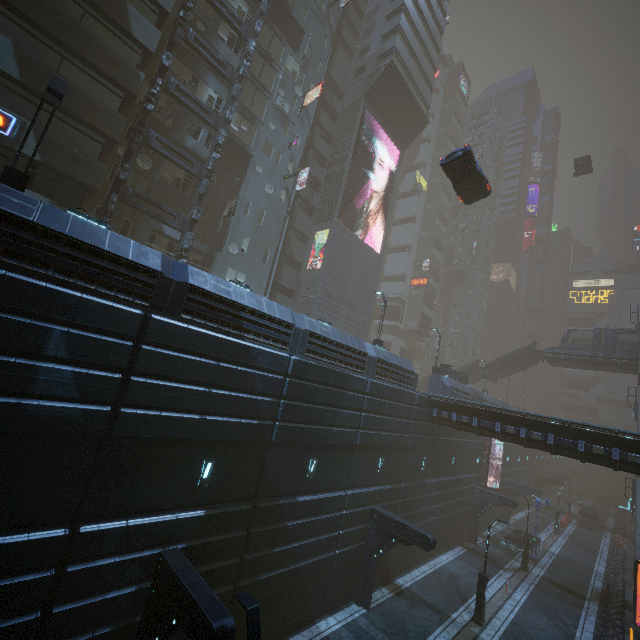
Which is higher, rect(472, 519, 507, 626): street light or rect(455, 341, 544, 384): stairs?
rect(455, 341, 544, 384): stairs

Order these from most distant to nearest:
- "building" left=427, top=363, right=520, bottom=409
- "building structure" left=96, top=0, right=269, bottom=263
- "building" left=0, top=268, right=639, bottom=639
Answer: "building" left=427, top=363, right=520, bottom=409 < "building structure" left=96, top=0, right=269, bottom=263 < "building" left=0, top=268, right=639, bottom=639

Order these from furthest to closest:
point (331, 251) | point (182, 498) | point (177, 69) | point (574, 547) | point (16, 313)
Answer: point (574, 547) < point (331, 251) < point (177, 69) < point (182, 498) < point (16, 313)

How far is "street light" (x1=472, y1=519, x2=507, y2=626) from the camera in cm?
1806

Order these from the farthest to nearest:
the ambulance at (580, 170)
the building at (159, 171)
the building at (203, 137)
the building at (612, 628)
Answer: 1. the ambulance at (580, 170)
2. the building at (203, 137)
3. the building at (159, 171)
4. the building at (612, 628)

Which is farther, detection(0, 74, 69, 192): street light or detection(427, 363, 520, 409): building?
detection(427, 363, 520, 409): building

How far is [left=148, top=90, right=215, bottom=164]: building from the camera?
21.6m

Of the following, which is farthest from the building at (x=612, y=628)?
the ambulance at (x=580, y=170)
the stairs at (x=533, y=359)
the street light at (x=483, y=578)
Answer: the ambulance at (x=580, y=170)
